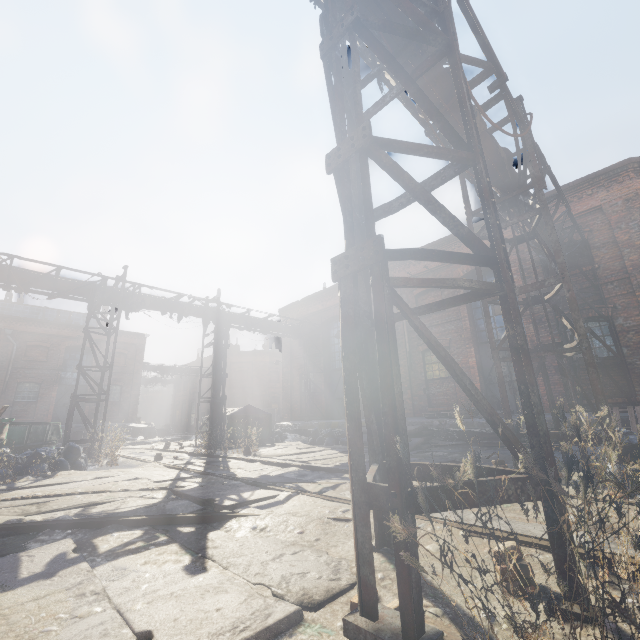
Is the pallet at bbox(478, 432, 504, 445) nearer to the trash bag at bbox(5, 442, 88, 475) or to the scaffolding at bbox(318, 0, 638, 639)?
the scaffolding at bbox(318, 0, 638, 639)

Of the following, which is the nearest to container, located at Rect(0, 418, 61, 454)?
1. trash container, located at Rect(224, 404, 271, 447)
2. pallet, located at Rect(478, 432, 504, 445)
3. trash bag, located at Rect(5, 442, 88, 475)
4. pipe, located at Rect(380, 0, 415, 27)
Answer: trash bag, located at Rect(5, 442, 88, 475)

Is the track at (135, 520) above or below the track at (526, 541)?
below

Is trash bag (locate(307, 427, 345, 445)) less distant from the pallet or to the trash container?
the trash container

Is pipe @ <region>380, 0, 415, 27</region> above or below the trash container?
above

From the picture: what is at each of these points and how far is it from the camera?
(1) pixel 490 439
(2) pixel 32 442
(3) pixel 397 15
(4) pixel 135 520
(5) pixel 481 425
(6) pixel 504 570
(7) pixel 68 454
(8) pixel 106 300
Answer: (1) pallet, 10.5 meters
(2) container, 9.7 meters
(3) pipe, 4.0 meters
(4) track, 3.9 meters
(5) building, 10.5 meters
(6) instancedfoliageactor, 2.2 meters
(7) trash bag, 8.6 meters
(8) pipe, 12.1 meters

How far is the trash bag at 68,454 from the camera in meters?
7.7

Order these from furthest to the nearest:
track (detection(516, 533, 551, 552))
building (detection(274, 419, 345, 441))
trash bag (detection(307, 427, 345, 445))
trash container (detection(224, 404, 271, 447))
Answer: building (detection(274, 419, 345, 441)), trash container (detection(224, 404, 271, 447)), trash bag (detection(307, 427, 345, 445)), track (detection(516, 533, 551, 552))
